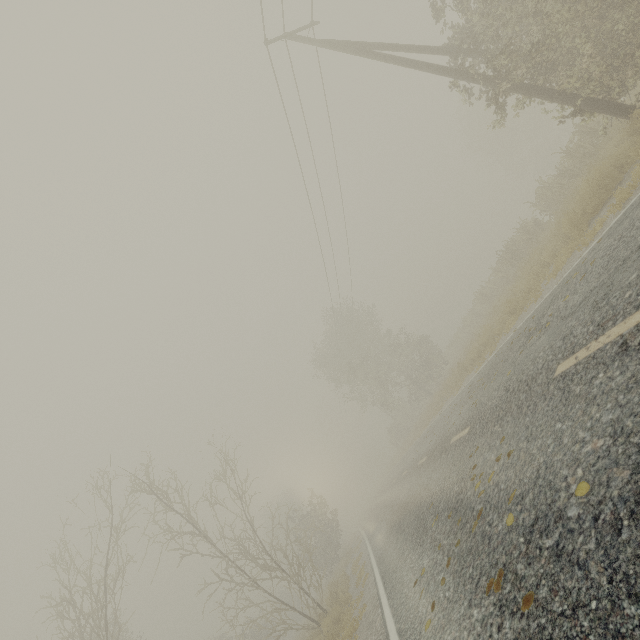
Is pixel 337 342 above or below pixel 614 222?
above

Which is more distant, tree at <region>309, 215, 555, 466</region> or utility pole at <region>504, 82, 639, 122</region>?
tree at <region>309, 215, 555, 466</region>

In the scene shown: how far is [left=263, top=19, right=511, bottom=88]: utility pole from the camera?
9.47m

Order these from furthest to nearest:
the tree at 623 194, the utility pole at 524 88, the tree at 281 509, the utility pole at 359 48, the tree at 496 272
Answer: the tree at 496 272, the tree at 281 509, the utility pole at 359 48, the utility pole at 524 88, the tree at 623 194

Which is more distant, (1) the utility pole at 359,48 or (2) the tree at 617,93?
(1) the utility pole at 359,48

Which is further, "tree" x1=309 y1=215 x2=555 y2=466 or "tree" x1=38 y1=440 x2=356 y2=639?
"tree" x1=309 y1=215 x2=555 y2=466
